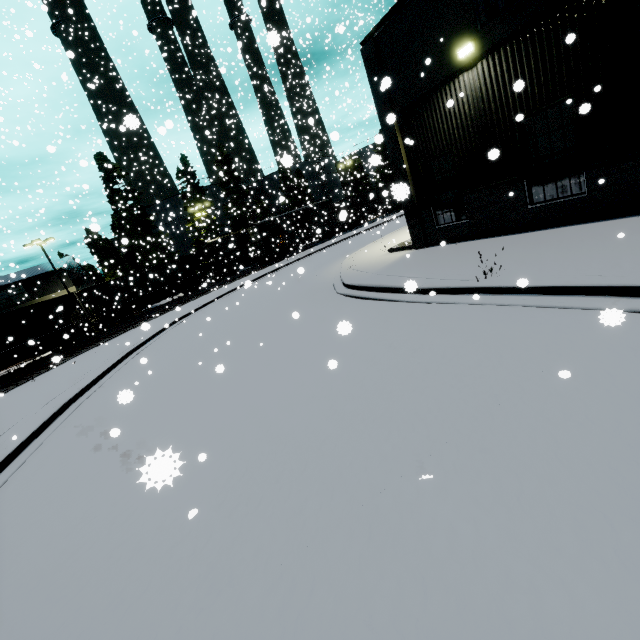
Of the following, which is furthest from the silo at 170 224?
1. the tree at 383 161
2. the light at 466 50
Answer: the light at 466 50

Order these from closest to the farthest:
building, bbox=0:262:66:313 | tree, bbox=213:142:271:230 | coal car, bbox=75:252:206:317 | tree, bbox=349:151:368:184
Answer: A:
1. coal car, bbox=75:252:206:317
2. building, bbox=0:262:66:313
3. tree, bbox=349:151:368:184
4. tree, bbox=213:142:271:230

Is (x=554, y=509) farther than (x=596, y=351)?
No

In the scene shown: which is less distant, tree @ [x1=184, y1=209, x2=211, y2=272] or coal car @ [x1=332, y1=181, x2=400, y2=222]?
coal car @ [x1=332, y1=181, x2=400, y2=222]

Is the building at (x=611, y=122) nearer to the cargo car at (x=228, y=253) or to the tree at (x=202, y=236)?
the cargo car at (x=228, y=253)

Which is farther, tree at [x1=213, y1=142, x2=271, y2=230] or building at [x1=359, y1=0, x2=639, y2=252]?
tree at [x1=213, y1=142, x2=271, y2=230]

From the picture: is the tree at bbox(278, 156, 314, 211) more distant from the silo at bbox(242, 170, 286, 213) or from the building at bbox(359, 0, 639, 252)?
the building at bbox(359, 0, 639, 252)

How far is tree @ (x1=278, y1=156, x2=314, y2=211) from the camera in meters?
28.1 m
